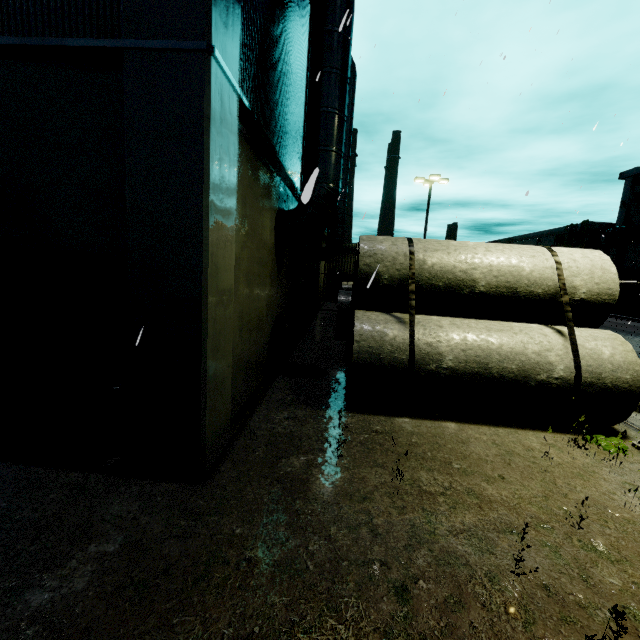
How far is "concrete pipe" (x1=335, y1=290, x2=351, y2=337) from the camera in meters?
12.9

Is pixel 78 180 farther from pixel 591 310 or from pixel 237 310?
pixel 591 310

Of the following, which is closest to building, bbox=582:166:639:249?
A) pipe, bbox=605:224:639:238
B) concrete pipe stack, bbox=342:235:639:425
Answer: pipe, bbox=605:224:639:238

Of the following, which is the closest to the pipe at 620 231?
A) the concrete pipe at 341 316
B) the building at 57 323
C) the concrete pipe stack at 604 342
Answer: the building at 57 323

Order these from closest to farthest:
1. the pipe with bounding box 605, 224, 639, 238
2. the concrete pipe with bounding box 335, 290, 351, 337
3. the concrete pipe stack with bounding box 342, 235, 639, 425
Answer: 1. the concrete pipe stack with bounding box 342, 235, 639, 425
2. the concrete pipe with bounding box 335, 290, 351, 337
3. the pipe with bounding box 605, 224, 639, 238

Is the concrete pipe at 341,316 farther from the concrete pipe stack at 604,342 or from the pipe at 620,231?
Result: the pipe at 620,231

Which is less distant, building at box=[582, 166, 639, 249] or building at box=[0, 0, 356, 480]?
building at box=[0, 0, 356, 480]
